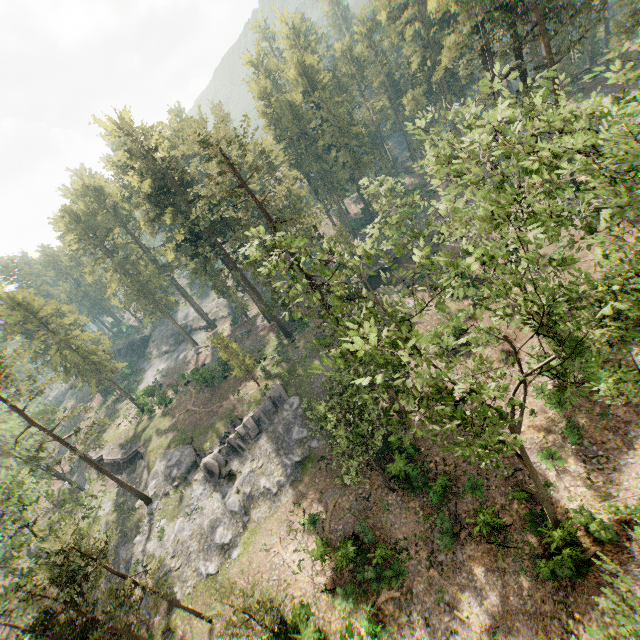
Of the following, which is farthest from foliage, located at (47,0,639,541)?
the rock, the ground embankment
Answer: the ground embankment

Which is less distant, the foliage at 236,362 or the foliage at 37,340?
the foliage at 37,340

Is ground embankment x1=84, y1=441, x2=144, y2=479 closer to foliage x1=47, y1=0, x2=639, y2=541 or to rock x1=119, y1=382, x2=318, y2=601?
rock x1=119, y1=382, x2=318, y2=601

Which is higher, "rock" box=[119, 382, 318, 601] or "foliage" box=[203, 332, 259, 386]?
"foliage" box=[203, 332, 259, 386]

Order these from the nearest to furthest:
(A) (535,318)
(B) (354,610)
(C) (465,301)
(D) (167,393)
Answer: (A) (535,318) → (B) (354,610) → (C) (465,301) → (D) (167,393)

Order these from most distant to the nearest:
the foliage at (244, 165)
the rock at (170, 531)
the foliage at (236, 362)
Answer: the foliage at (236, 362), the rock at (170, 531), the foliage at (244, 165)
